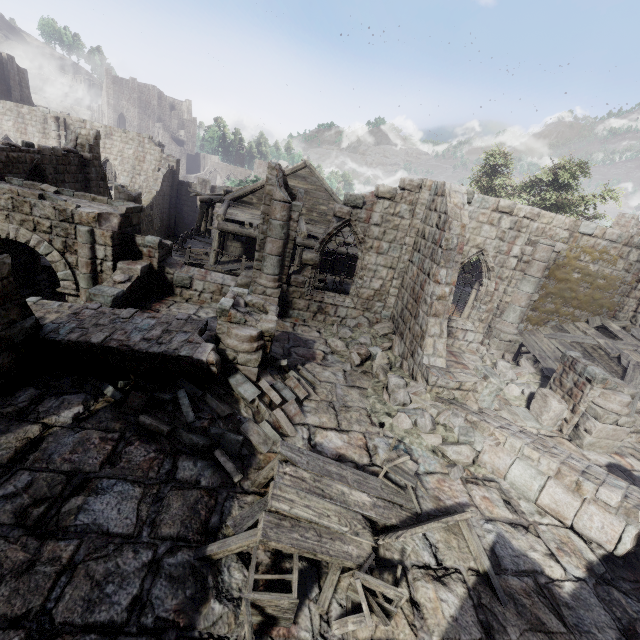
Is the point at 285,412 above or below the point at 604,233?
below

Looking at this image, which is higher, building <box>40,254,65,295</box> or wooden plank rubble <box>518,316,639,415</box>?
wooden plank rubble <box>518,316,639,415</box>

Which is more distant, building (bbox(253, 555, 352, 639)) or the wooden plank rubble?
the wooden plank rubble

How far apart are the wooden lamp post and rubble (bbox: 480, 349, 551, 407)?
17.33m

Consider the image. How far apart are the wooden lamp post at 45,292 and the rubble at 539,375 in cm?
1733

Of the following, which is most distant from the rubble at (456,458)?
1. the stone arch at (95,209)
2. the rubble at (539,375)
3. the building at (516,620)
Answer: the stone arch at (95,209)

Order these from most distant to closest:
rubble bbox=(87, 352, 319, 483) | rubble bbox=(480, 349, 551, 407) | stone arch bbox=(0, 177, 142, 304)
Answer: rubble bbox=(480, 349, 551, 407), stone arch bbox=(0, 177, 142, 304), rubble bbox=(87, 352, 319, 483)

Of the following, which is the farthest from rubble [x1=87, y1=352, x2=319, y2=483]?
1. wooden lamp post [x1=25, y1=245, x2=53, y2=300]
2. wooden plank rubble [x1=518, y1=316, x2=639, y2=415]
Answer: wooden lamp post [x1=25, y1=245, x2=53, y2=300]
